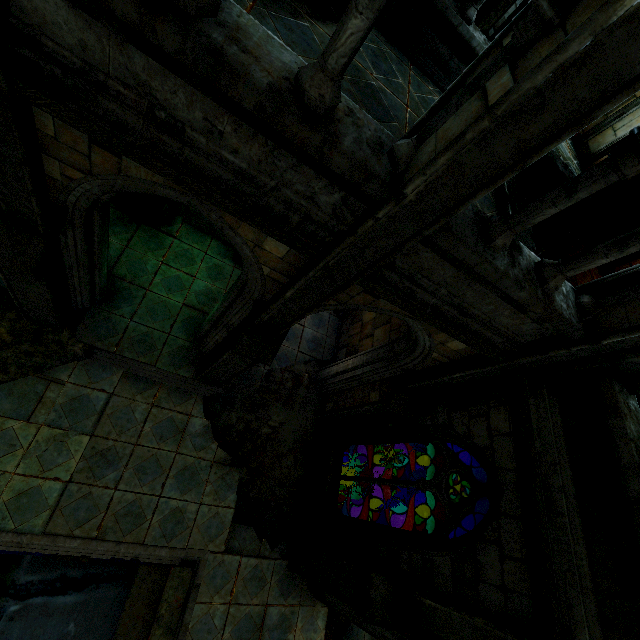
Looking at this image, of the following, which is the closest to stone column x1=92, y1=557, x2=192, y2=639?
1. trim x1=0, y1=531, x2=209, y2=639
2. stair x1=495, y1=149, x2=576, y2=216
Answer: trim x1=0, y1=531, x2=209, y2=639

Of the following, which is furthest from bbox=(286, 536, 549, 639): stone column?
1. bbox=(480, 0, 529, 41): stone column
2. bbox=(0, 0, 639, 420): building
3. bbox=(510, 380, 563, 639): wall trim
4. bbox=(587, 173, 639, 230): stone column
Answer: bbox=(480, 0, 529, 41): stone column

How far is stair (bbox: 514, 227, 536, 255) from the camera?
6.0 meters

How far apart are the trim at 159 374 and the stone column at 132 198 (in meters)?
3.20

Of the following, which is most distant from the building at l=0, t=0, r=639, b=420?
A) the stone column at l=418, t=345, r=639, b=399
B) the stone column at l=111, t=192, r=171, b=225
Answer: the stone column at l=111, t=192, r=171, b=225

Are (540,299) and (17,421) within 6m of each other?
no

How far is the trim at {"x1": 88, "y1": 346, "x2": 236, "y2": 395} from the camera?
6.5m

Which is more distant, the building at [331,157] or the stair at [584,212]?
the stair at [584,212]
